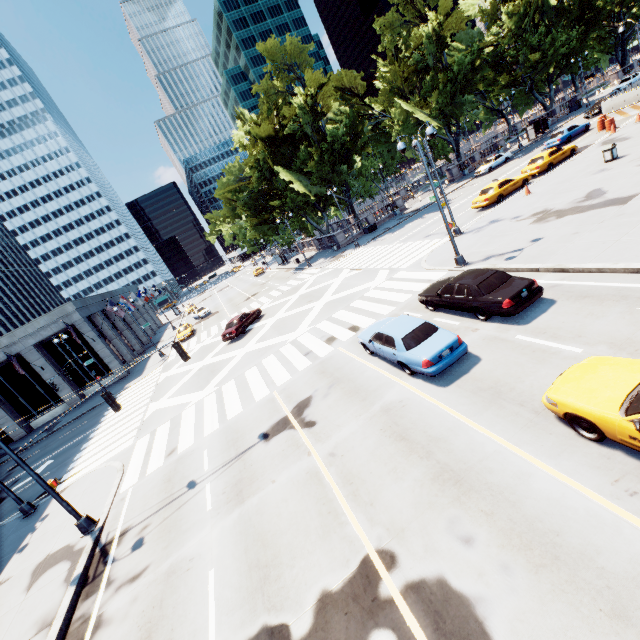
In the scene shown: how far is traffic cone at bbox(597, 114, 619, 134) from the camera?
27.33m

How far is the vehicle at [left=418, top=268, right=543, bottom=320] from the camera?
11.1m

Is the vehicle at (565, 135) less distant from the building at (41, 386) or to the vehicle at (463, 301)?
the vehicle at (463, 301)

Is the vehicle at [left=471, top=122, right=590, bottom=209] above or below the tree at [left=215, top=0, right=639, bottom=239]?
below

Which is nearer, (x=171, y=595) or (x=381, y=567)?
(x=381, y=567)

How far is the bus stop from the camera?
45.8m

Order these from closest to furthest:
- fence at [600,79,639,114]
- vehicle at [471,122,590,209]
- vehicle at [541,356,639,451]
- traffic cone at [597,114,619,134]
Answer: vehicle at [541,356,639,451] < vehicle at [471,122,590,209] < traffic cone at [597,114,619,134] < fence at [600,79,639,114]

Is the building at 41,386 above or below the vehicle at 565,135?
above
